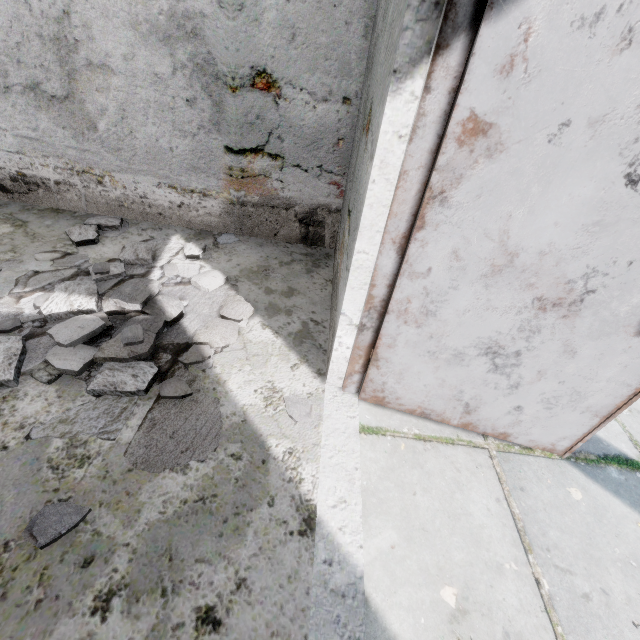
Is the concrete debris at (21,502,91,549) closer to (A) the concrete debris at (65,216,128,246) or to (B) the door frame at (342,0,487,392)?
(A) the concrete debris at (65,216,128,246)

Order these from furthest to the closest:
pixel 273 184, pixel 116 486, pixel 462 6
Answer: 1. pixel 273 184
2. pixel 116 486
3. pixel 462 6

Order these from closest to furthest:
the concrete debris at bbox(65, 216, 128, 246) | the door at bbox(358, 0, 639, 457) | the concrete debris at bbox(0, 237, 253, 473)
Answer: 1. the door at bbox(358, 0, 639, 457)
2. the concrete debris at bbox(0, 237, 253, 473)
3. the concrete debris at bbox(65, 216, 128, 246)

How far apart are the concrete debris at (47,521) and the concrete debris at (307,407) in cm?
92

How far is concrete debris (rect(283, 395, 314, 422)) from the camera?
1.7 meters

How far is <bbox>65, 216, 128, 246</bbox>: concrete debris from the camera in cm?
275

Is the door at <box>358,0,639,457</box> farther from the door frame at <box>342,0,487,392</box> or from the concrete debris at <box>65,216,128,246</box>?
the concrete debris at <box>65,216,128,246</box>

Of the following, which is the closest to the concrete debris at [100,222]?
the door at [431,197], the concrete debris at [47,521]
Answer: the concrete debris at [47,521]
